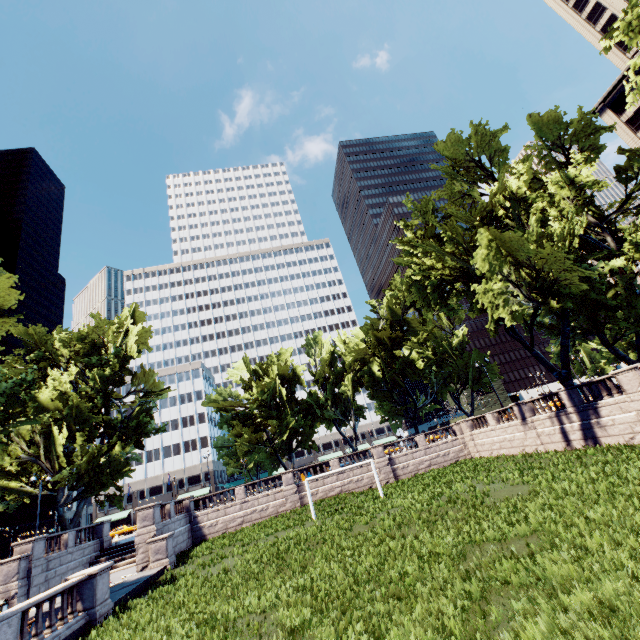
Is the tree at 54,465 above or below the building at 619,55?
below

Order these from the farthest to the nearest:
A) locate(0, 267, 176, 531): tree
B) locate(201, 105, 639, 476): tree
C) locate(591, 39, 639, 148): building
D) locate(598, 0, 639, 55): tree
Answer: locate(591, 39, 639, 148): building
locate(201, 105, 639, 476): tree
locate(0, 267, 176, 531): tree
locate(598, 0, 639, 55): tree

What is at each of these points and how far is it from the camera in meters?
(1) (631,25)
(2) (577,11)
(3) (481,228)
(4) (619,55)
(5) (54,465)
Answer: (1) tree, 14.3
(2) building, 57.6
(3) tree, 22.5
(4) building, 52.7
(5) tree, 30.5

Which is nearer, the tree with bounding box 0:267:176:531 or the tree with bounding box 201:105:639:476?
the tree with bounding box 0:267:176:531

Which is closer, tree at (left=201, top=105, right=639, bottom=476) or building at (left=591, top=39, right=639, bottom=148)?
tree at (left=201, top=105, right=639, bottom=476)

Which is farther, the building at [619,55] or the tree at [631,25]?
the building at [619,55]

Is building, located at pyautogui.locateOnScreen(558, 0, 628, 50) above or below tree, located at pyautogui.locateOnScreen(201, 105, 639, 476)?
above
